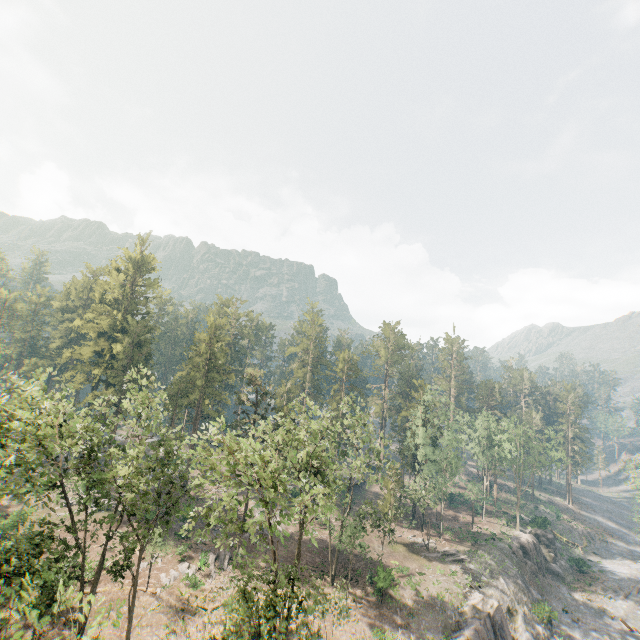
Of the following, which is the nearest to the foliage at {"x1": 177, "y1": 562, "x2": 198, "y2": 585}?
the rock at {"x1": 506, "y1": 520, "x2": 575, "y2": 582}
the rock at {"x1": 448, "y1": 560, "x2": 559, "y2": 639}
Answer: the rock at {"x1": 448, "y1": 560, "x2": 559, "y2": 639}

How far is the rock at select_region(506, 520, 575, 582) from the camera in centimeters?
4753cm

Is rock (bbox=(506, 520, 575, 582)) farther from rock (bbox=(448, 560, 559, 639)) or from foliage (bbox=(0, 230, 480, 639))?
foliage (bbox=(0, 230, 480, 639))

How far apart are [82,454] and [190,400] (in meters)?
25.05

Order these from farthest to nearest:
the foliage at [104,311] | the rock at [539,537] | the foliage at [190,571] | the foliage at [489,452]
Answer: the foliage at [489,452]
the rock at [539,537]
the foliage at [190,571]
the foliage at [104,311]

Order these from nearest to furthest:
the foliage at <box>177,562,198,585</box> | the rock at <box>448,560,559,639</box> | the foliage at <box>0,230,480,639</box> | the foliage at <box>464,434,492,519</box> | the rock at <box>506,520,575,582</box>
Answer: the foliage at <box>0,230,480,639</box>
the rock at <box>448,560,559,639</box>
the foliage at <box>177,562,198,585</box>
the rock at <box>506,520,575,582</box>
the foliage at <box>464,434,492,519</box>

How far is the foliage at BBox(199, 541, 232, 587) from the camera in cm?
3207

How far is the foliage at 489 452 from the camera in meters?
53.7 m
